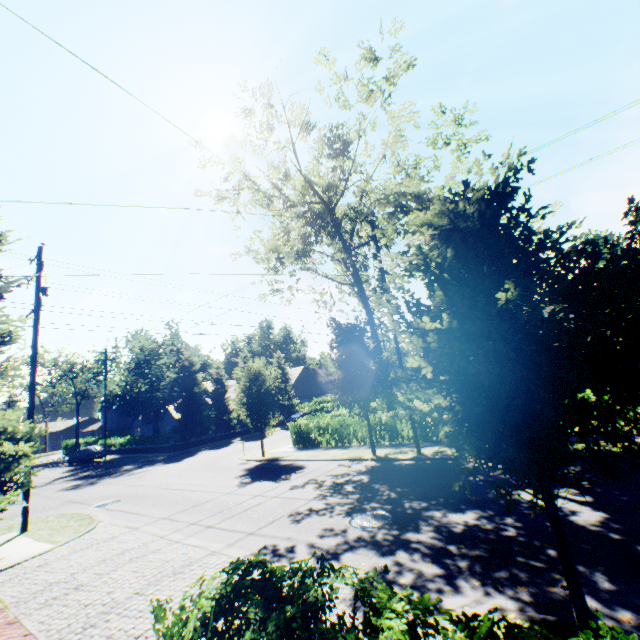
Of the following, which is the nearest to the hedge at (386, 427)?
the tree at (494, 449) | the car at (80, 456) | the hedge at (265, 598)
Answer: the tree at (494, 449)

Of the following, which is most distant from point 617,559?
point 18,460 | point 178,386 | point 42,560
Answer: point 178,386

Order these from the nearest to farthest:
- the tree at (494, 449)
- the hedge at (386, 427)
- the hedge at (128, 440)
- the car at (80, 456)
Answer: the tree at (494, 449)
the hedge at (386, 427)
the hedge at (128, 440)
the car at (80, 456)

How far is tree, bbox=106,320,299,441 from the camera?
21.0m

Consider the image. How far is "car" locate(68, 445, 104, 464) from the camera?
33.9m

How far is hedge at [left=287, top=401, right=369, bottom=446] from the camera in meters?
19.7

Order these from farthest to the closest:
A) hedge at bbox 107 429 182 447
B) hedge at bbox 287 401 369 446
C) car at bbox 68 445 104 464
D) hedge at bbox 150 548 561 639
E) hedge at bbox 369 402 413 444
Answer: car at bbox 68 445 104 464, hedge at bbox 107 429 182 447, hedge at bbox 287 401 369 446, hedge at bbox 369 402 413 444, hedge at bbox 150 548 561 639
